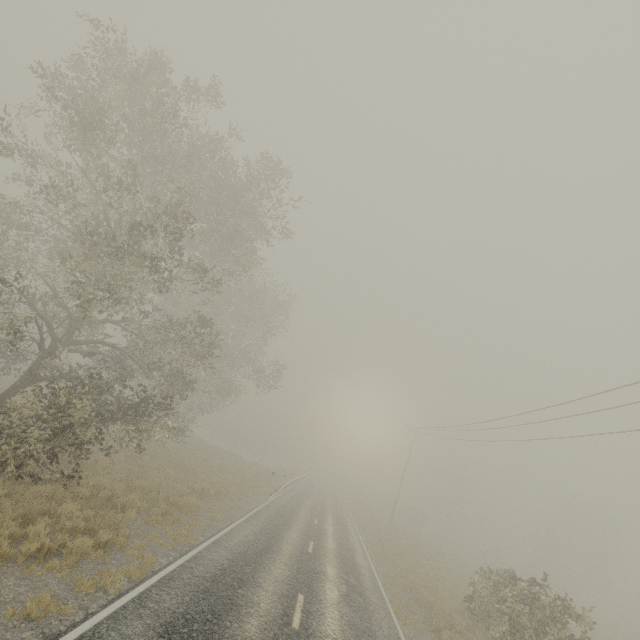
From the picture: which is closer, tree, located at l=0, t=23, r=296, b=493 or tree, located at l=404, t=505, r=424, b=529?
tree, located at l=0, t=23, r=296, b=493

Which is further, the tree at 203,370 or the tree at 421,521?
the tree at 421,521

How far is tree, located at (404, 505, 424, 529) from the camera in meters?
57.0

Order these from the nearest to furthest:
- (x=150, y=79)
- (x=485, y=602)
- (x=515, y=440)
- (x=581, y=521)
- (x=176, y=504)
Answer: (x=150, y=79) → (x=176, y=504) → (x=485, y=602) → (x=515, y=440) → (x=581, y=521)

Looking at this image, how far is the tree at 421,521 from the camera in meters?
57.0 m
